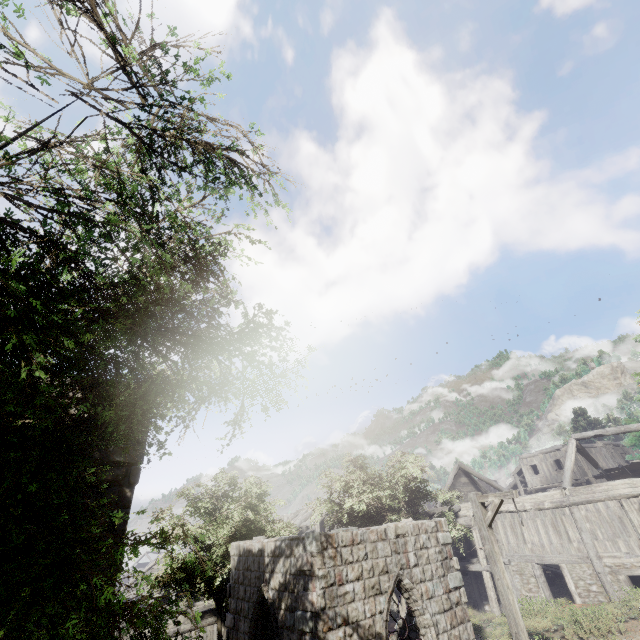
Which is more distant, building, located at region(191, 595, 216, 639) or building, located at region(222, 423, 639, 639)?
building, located at region(191, 595, 216, 639)

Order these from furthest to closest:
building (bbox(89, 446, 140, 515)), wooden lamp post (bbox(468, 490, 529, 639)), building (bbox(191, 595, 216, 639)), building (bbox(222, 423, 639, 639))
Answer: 1. building (bbox(191, 595, 216, 639))
2. building (bbox(222, 423, 639, 639))
3. wooden lamp post (bbox(468, 490, 529, 639))
4. building (bbox(89, 446, 140, 515))

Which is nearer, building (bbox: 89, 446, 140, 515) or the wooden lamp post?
building (bbox: 89, 446, 140, 515)

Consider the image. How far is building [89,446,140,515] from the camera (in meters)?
Answer: 6.91

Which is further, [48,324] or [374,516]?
[374,516]

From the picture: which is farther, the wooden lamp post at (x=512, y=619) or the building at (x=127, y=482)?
the wooden lamp post at (x=512, y=619)

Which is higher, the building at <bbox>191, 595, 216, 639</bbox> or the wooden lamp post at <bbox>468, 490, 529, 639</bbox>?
the wooden lamp post at <bbox>468, 490, 529, 639</bbox>

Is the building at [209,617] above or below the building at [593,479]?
below
